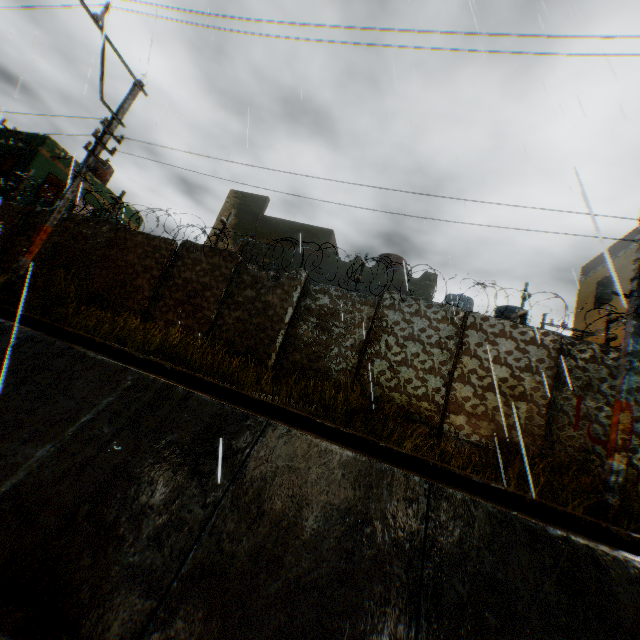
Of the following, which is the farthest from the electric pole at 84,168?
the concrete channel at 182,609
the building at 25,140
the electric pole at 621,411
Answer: the electric pole at 621,411

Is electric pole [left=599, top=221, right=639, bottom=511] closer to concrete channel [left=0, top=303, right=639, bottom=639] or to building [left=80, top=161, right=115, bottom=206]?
concrete channel [left=0, top=303, right=639, bottom=639]

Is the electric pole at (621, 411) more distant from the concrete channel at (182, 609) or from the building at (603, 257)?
the building at (603, 257)

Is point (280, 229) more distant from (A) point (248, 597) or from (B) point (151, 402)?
(A) point (248, 597)

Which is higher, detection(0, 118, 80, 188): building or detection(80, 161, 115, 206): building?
detection(80, 161, 115, 206): building

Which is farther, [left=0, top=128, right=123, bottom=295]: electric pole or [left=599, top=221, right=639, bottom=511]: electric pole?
[left=0, top=128, right=123, bottom=295]: electric pole

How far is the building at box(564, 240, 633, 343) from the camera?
12.31m

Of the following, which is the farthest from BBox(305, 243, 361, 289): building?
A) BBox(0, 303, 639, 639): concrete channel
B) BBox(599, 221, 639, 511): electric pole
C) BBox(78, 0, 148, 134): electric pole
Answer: BBox(78, 0, 148, 134): electric pole
